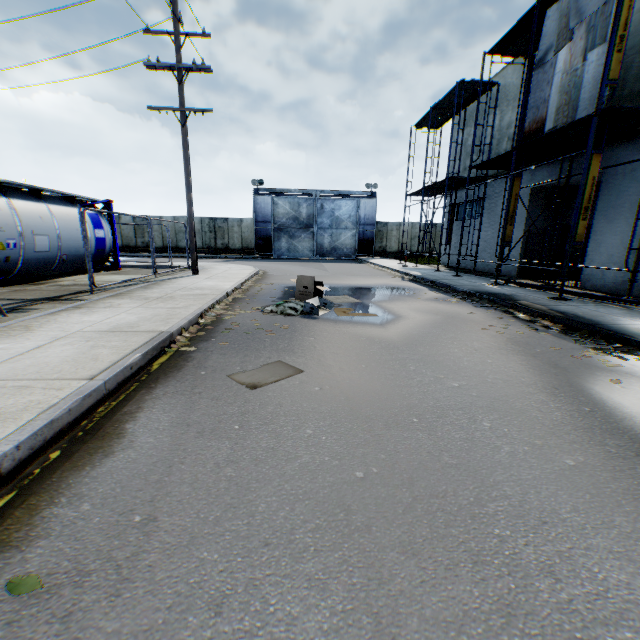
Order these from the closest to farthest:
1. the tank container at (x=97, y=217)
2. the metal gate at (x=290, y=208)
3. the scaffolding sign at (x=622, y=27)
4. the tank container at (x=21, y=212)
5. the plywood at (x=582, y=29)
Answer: the scaffolding sign at (x=622, y=27), the plywood at (x=582, y=29), the tank container at (x=21, y=212), the tank container at (x=97, y=217), the metal gate at (x=290, y=208)

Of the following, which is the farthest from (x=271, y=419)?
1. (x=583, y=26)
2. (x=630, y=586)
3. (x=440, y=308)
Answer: (x=583, y=26)

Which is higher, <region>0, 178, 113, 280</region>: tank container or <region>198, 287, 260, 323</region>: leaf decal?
<region>0, 178, 113, 280</region>: tank container

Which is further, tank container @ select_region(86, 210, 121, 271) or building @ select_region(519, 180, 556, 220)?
building @ select_region(519, 180, 556, 220)

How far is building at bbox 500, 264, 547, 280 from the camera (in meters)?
13.93

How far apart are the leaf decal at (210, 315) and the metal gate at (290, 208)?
23.4m

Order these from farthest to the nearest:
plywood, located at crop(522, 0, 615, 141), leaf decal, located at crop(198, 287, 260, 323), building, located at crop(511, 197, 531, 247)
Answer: building, located at crop(511, 197, 531, 247), plywood, located at crop(522, 0, 615, 141), leaf decal, located at crop(198, 287, 260, 323)
